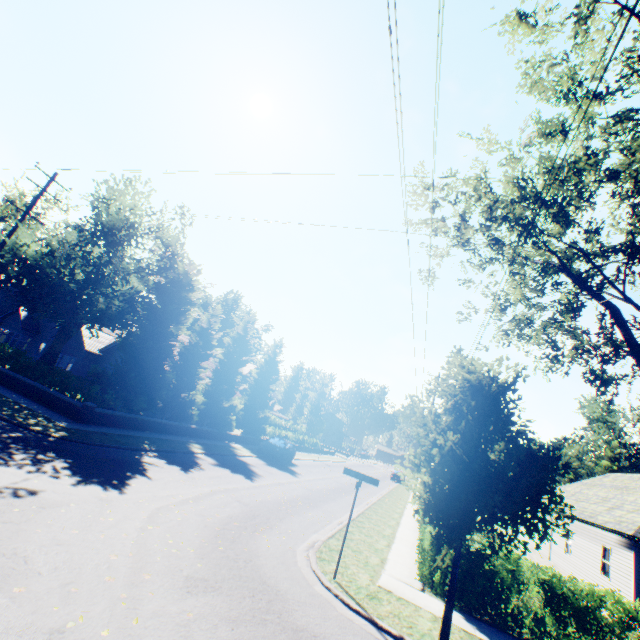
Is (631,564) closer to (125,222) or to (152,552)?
(152,552)

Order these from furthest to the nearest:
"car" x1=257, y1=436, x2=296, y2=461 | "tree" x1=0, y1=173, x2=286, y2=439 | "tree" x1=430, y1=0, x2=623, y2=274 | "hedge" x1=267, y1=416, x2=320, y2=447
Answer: "hedge" x1=267, y1=416, x2=320, y2=447 < "car" x1=257, y1=436, x2=296, y2=461 < "tree" x1=0, y1=173, x2=286, y2=439 < "tree" x1=430, y1=0, x2=623, y2=274

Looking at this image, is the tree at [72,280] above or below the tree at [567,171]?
below

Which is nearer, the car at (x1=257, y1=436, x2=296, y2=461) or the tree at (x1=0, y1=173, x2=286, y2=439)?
the tree at (x1=0, y1=173, x2=286, y2=439)

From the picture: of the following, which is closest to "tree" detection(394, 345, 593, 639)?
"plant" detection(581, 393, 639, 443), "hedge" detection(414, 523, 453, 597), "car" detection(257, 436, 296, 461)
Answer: "plant" detection(581, 393, 639, 443)

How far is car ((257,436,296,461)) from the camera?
24.9 meters

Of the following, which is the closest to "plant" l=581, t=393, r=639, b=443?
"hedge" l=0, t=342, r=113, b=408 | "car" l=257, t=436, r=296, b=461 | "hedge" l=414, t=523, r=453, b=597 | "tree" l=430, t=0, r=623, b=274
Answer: "tree" l=430, t=0, r=623, b=274

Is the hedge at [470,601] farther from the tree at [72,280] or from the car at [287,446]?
the car at [287,446]
